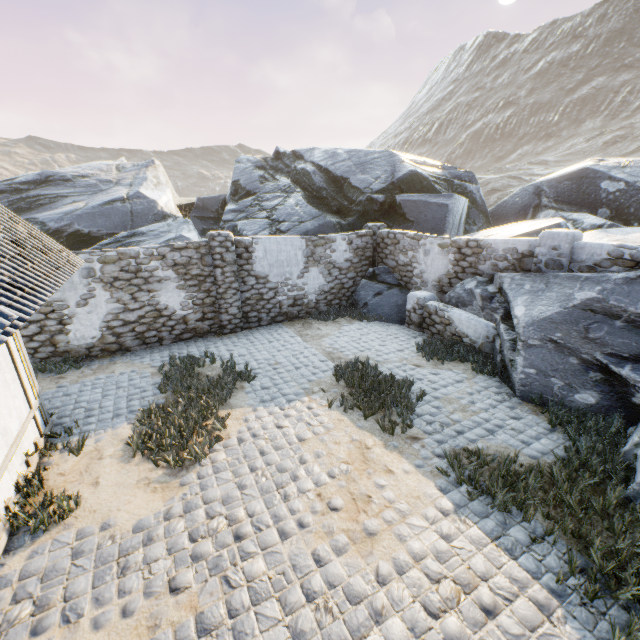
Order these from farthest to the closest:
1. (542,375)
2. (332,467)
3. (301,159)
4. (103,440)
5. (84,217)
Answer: (301,159)
(84,217)
(542,375)
(103,440)
(332,467)

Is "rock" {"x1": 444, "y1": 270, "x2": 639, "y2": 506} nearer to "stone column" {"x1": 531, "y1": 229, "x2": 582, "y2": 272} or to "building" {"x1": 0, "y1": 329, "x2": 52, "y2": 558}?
"stone column" {"x1": 531, "y1": 229, "x2": 582, "y2": 272}

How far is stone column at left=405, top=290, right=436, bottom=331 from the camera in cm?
1012

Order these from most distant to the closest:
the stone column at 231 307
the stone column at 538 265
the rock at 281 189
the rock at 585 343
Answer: the rock at 281 189 → the stone column at 231 307 → the stone column at 538 265 → the rock at 585 343

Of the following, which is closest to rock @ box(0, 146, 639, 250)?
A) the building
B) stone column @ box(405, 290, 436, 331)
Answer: stone column @ box(405, 290, 436, 331)

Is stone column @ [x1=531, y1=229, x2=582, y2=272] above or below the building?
above

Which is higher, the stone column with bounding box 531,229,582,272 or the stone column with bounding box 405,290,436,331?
the stone column with bounding box 531,229,582,272

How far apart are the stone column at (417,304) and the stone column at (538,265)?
2.78m
